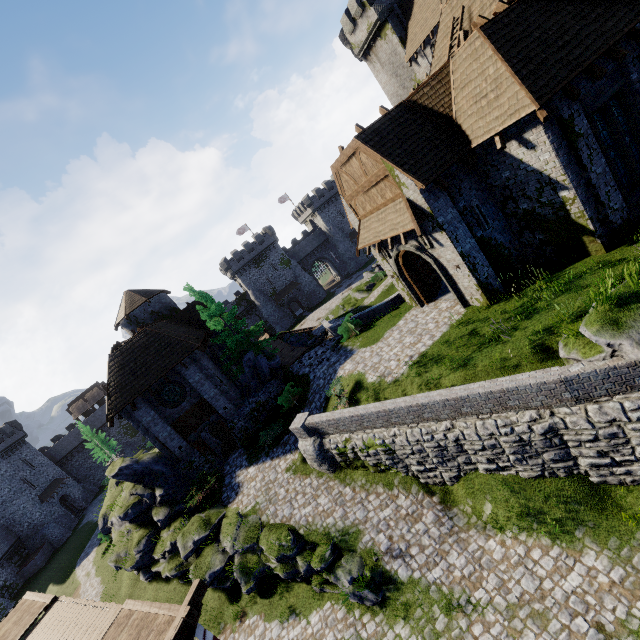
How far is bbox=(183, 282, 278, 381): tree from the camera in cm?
2402

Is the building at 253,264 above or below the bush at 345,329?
above

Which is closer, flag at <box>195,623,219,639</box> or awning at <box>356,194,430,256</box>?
flag at <box>195,623,219,639</box>

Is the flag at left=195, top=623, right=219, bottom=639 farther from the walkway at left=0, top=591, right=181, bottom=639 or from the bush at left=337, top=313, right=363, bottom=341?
the bush at left=337, top=313, right=363, bottom=341

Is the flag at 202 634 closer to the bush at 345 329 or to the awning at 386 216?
the awning at 386 216

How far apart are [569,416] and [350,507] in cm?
960

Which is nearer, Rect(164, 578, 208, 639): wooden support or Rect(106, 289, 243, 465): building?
Rect(164, 578, 208, 639): wooden support

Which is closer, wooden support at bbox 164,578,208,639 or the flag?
wooden support at bbox 164,578,208,639
